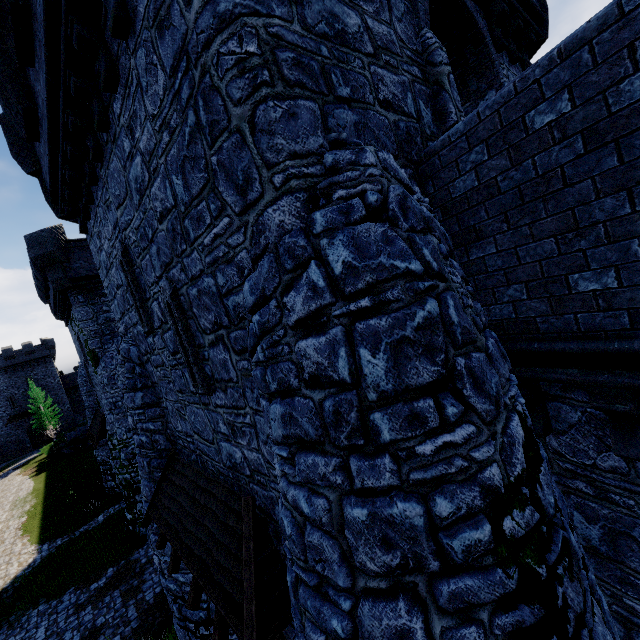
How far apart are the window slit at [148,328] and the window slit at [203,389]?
1.34m

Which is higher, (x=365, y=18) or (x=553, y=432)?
(x=365, y=18)

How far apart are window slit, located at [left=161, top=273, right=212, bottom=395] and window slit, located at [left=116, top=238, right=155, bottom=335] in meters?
1.3 m

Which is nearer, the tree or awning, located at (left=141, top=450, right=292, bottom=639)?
awning, located at (left=141, top=450, right=292, bottom=639)

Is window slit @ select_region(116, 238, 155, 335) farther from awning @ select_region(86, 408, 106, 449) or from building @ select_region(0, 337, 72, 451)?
building @ select_region(0, 337, 72, 451)

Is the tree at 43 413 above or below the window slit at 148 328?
below

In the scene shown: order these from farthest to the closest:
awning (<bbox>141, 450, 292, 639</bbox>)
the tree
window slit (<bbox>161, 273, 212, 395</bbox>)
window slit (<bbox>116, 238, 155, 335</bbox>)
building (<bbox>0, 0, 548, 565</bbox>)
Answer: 1. the tree
2. window slit (<bbox>116, 238, 155, 335</bbox>)
3. window slit (<bbox>161, 273, 212, 395</bbox>)
4. awning (<bbox>141, 450, 292, 639</bbox>)
5. building (<bbox>0, 0, 548, 565</bbox>)

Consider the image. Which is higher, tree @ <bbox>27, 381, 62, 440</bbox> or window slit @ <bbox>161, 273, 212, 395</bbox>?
window slit @ <bbox>161, 273, 212, 395</bbox>
